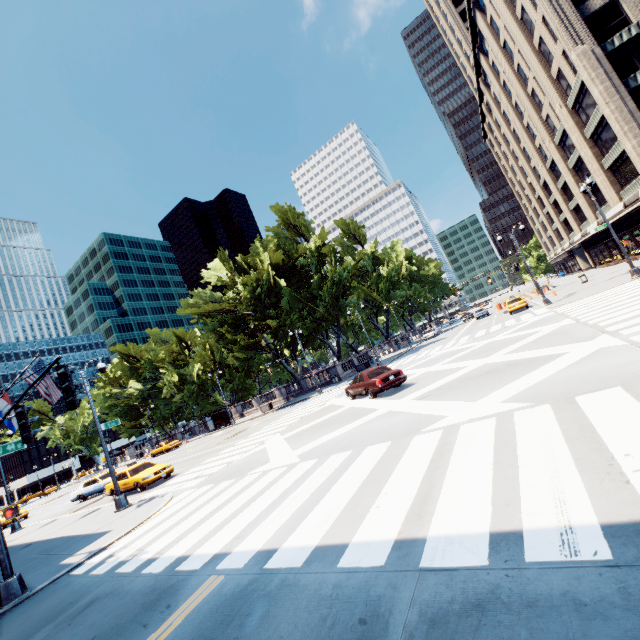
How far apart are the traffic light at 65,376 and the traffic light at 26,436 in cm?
228

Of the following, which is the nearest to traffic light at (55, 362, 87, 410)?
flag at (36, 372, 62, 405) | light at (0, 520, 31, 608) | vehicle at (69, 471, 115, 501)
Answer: light at (0, 520, 31, 608)

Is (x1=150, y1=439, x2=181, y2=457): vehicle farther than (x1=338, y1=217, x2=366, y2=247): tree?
No

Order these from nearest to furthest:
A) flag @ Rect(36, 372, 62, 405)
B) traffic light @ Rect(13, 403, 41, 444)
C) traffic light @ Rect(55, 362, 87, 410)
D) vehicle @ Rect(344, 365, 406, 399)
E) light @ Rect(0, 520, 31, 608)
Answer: traffic light @ Rect(55, 362, 87, 410) < traffic light @ Rect(13, 403, 41, 444) < light @ Rect(0, 520, 31, 608) < flag @ Rect(36, 372, 62, 405) < vehicle @ Rect(344, 365, 406, 399)

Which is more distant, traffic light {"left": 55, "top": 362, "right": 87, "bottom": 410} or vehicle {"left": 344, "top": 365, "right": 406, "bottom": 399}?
vehicle {"left": 344, "top": 365, "right": 406, "bottom": 399}

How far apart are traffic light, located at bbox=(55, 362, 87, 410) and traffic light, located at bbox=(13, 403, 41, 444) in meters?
2.3

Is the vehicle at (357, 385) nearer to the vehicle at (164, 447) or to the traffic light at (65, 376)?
the traffic light at (65, 376)

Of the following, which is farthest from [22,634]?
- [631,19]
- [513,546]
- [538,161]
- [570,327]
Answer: [538,161]
